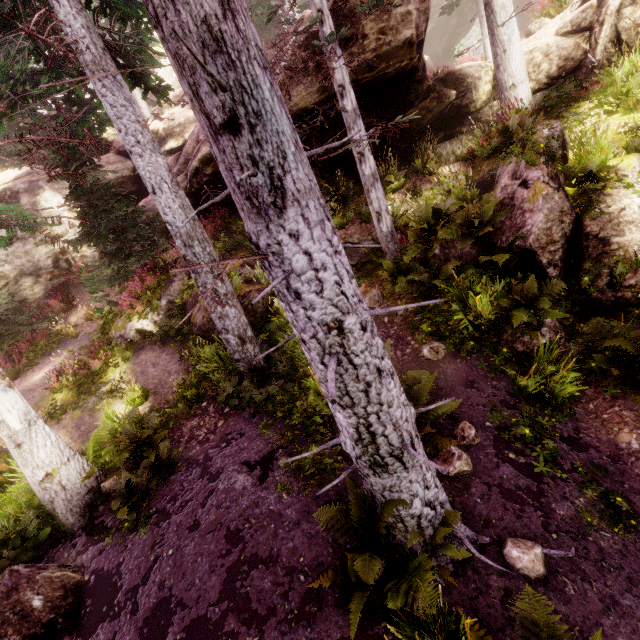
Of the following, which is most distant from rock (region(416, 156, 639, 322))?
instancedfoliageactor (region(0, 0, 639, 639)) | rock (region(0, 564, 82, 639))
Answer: rock (region(0, 564, 82, 639))

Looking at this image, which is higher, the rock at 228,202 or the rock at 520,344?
the rock at 228,202

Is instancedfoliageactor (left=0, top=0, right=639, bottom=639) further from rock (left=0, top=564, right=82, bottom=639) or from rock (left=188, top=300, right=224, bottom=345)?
rock (left=0, top=564, right=82, bottom=639)

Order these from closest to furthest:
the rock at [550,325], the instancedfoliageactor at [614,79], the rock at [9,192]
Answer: the rock at [550,325]
the instancedfoliageactor at [614,79]
the rock at [9,192]

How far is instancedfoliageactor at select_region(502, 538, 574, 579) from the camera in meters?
3.6

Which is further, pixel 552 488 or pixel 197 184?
pixel 197 184
